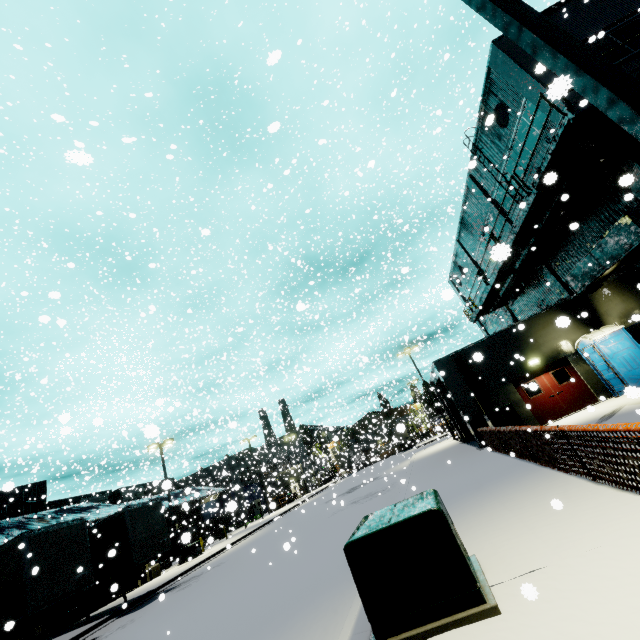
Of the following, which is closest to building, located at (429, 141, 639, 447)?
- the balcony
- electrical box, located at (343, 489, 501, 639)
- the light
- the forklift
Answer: the balcony

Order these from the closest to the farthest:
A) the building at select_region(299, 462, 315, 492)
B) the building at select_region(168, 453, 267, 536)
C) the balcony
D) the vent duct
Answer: the balcony, the vent duct, the building at select_region(168, 453, 267, 536), the building at select_region(299, 462, 315, 492)

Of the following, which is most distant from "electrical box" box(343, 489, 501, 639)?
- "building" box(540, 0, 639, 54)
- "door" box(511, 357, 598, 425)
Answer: "door" box(511, 357, 598, 425)

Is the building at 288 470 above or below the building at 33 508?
below

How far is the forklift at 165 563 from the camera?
28.3m

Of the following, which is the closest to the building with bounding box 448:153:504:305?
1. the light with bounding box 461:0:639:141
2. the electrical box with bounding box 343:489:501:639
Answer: the light with bounding box 461:0:639:141

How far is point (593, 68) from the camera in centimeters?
256cm

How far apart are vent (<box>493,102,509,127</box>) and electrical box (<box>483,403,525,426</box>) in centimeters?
1359cm
